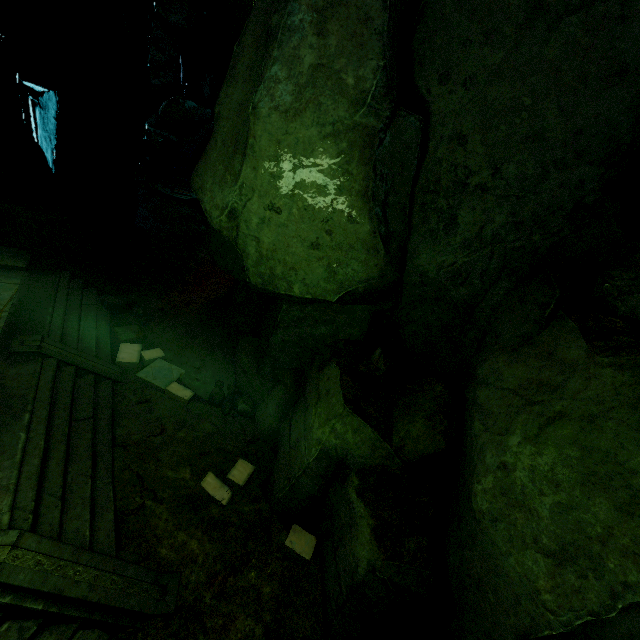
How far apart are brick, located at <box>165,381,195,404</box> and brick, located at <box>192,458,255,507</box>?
1.8 meters

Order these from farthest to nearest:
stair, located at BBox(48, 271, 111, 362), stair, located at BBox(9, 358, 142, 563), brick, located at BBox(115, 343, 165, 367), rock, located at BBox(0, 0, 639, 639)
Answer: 1. brick, located at BBox(115, 343, 165, 367)
2. stair, located at BBox(48, 271, 111, 362)
3. stair, located at BBox(9, 358, 142, 563)
4. rock, located at BBox(0, 0, 639, 639)

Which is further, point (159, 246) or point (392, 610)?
point (159, 246)

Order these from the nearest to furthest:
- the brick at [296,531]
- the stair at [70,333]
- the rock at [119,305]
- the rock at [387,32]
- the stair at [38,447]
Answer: the rock at [387,32], the stair at [38,447], the brick at [296,531], the stair at [70,333], the rock at [119,305]

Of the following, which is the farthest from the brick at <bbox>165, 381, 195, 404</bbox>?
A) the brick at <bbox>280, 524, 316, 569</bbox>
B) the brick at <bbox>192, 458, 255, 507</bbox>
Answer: the brick at <bbox>280, 524, 316, 569</bbox>

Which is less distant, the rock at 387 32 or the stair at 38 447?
the rock at 387 32

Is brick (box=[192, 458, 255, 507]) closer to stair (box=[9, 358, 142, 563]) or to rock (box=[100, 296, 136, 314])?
rock (box=[100, 296, 136, 314])

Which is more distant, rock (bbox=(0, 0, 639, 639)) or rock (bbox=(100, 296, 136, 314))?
rock (bbox=(100, 296, 136, 314))
